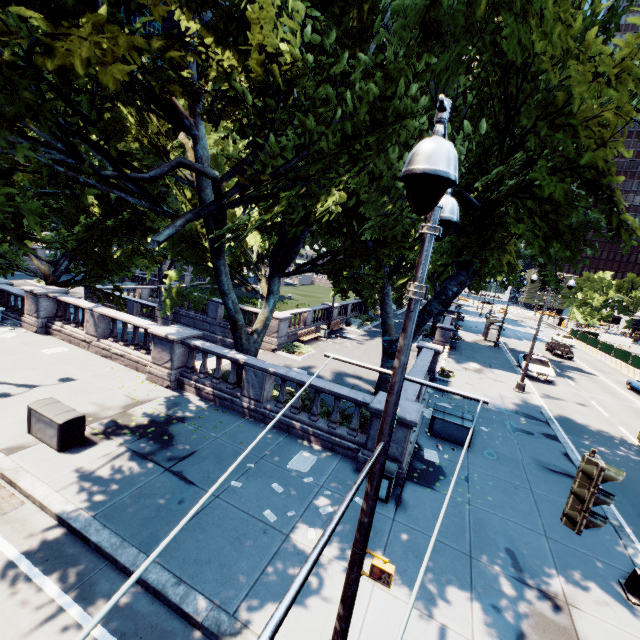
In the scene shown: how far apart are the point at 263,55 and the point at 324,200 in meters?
2.6 m

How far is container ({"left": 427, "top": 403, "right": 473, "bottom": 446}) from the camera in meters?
12.2 m

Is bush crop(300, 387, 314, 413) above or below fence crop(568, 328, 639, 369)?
below

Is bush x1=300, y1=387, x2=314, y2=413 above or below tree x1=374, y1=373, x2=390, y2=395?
below

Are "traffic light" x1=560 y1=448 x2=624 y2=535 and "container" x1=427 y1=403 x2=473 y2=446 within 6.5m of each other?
no

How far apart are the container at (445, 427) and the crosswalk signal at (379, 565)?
8.95m

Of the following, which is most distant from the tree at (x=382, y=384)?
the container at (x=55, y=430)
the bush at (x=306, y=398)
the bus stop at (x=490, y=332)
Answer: the bus stop at (x=490, y=332)

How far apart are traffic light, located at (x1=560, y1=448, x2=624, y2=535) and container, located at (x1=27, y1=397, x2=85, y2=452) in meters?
10.4
